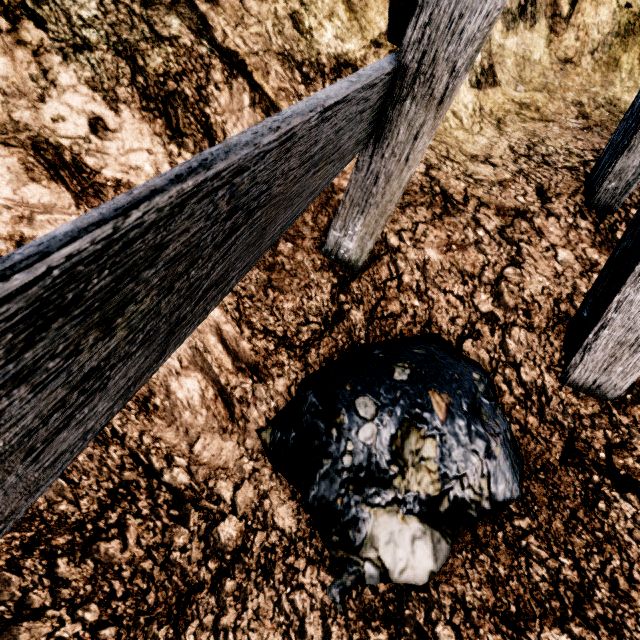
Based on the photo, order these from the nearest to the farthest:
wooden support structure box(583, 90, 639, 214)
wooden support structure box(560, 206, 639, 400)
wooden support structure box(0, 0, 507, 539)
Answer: wooden support structure box(0, 0, 507, 539) → wooden support structure box(560, 206, 639, 400) → wooden support structure box(583, 90, 639, 214)

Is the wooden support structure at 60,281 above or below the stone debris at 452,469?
above

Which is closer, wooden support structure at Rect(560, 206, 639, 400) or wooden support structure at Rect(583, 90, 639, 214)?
wooden support structure at Rect(560, 206, 639, 400)

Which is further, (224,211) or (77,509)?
(77,509)

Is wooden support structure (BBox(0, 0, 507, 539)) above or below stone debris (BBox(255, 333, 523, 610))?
above

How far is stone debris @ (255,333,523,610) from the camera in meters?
2.1

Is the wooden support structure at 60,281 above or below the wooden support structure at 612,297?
above
